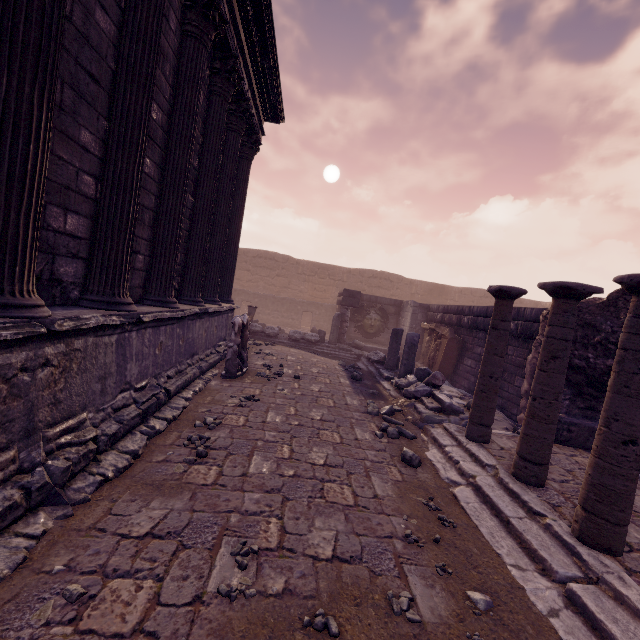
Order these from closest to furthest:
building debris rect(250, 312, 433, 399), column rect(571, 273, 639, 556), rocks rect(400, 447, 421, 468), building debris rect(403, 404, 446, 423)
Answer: column rect(571, 273, 639, 556), rocks rect(400, 447, 421, 468), building debris rect(403, 404, 446, 423), building debris rect(250, 312, 433, 399)

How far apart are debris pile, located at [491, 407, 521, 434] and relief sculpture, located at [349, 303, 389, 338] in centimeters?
786cm

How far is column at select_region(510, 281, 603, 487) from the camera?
3.9m

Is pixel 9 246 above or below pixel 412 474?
above

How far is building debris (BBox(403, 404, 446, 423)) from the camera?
6.2 meters

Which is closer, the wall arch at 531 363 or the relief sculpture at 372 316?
the wall arch at 531 363

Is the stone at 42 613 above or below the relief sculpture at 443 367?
below

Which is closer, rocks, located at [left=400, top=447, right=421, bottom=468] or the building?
the building
